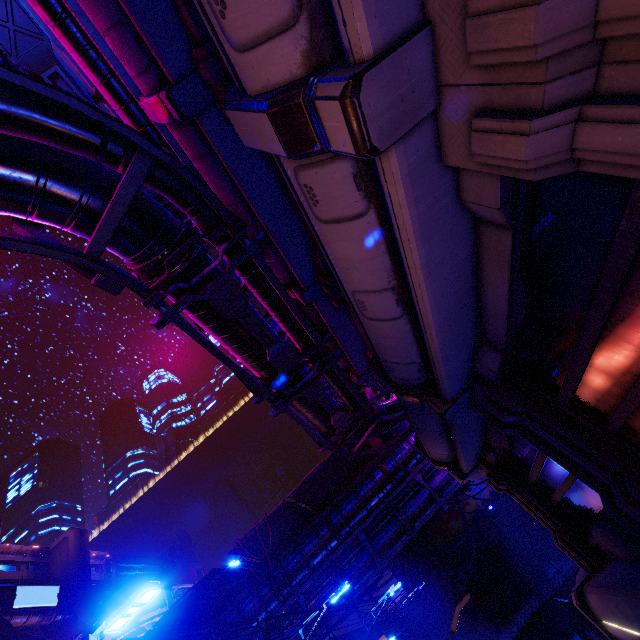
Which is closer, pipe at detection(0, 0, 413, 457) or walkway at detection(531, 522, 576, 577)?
→ pipe at detection(0, 0, 413, 457)

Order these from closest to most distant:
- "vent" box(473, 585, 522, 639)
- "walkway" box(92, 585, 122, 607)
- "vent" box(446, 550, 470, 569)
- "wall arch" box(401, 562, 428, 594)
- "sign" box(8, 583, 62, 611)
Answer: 1. "vent" box(473, 585, 522, 639)
2. "vent" box(446, 550, 470, 569)
3. "wall arch" box(401, 562, 428, 594)
4. "sign" box(8, 583, 62, 611)
5. "walkway" box(92, 585, 122, 607)

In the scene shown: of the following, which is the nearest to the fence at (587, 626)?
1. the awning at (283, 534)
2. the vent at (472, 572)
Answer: the vent at (472, 572)

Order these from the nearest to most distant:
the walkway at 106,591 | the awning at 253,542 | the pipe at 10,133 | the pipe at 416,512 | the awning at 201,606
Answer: the pipe at 10,133, the awning at 201,606, the awning at 253,542, the pipe at 416,512, the walkway at 106,591

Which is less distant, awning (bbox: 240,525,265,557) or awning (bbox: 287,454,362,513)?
awning (bbox: 240,525,265,557)

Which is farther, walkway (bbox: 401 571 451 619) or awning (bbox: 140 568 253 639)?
walkway (bbox: 401 571 451 619)

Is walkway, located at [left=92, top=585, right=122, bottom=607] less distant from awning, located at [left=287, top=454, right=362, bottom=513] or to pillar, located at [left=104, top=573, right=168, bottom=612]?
pillar, located at [left=104, top=573, right=168, bottom=612]

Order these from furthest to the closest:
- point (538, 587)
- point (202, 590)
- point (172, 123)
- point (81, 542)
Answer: point (81, 542), point (538, 587), point (202, 590), point (172, 123)
